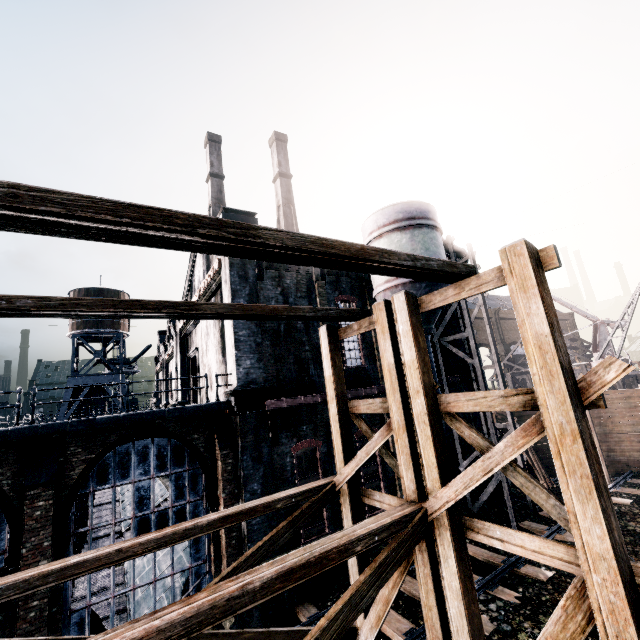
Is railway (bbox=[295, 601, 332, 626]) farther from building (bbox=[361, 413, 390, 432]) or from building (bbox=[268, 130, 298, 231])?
building (bbox=[268, 130, 298, 231])

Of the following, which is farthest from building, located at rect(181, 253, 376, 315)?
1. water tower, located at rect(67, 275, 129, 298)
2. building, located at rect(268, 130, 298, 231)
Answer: building, located at rect(268, 130, 298, 231)

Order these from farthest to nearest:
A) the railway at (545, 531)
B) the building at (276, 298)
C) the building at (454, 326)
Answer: the building at (454, 326) → the building at (276, 298) → the railway at (545, 531)

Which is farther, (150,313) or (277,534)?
(277,534)

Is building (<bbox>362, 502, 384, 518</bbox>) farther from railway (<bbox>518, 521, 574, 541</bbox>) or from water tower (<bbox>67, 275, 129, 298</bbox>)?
water tower (<bbox>67, 275, 129, 298</bbox>)

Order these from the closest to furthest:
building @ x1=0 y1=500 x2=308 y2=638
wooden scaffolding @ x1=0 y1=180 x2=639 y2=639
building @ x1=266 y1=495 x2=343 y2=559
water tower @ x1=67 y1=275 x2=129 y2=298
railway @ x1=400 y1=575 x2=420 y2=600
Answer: wooden scaffolding @ x1=0 y1=180 x2=639 y2=639 < building @ x1=0 y1=500 x2=308 y2=638 < railway @ x1=400 y1=575 x2=420 y2=600 < building @ x1=266 y1=495 x2=343 y2=559 < water tower @ x1=67 y1=275 x2=129 y2=298

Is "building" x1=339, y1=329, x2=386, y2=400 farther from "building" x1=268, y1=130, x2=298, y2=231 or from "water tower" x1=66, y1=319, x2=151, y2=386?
"building" x1=268, y1=130, x2=298, y2=231

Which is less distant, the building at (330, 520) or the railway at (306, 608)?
the railway at (306, 608)
